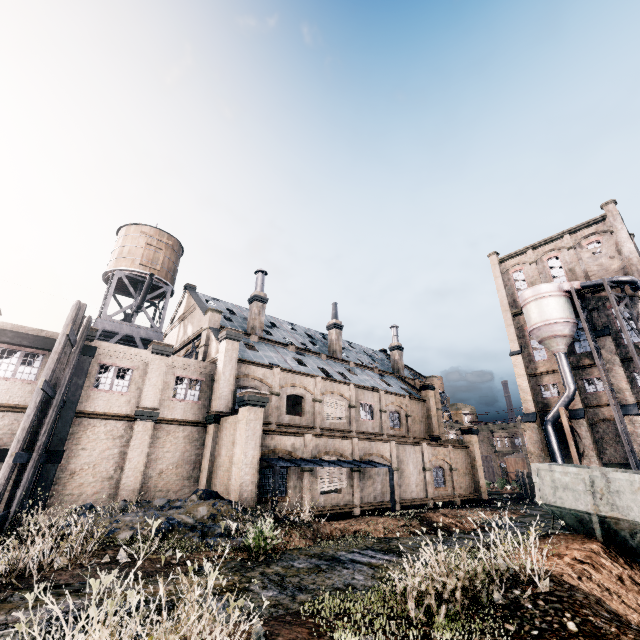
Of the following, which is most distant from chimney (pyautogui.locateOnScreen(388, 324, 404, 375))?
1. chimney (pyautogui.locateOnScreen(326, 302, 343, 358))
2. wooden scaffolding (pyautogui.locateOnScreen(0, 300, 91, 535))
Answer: wooden scaffolding (pyautogui.locateOnScreen(0, 300, 91, 535))

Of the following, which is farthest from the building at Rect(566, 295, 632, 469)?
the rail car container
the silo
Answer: the rail car container

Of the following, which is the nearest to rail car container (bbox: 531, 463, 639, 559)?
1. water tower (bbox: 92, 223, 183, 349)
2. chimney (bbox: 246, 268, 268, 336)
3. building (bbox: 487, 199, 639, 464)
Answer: building (bbox: 487, 199, 639, 464)

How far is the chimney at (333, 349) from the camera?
39.39m

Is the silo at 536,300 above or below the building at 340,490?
above

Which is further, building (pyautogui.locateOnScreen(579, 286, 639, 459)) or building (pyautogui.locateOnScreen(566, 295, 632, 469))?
building (pyautogui.locateOnScreen(566, 295, 632, 469))

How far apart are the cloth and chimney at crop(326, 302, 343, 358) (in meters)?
31.04

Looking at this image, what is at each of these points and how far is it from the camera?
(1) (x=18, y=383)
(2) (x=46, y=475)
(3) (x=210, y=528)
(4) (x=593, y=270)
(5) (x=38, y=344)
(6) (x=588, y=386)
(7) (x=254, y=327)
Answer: (1) building, 17.7m
(2) building structure, 17.0m
(3) stone debris, 13.3m
(4) cloth, 39.6m
(5) building structure, 18.4m
(6) building, 37.4m
(7) chimney, 32.7m
